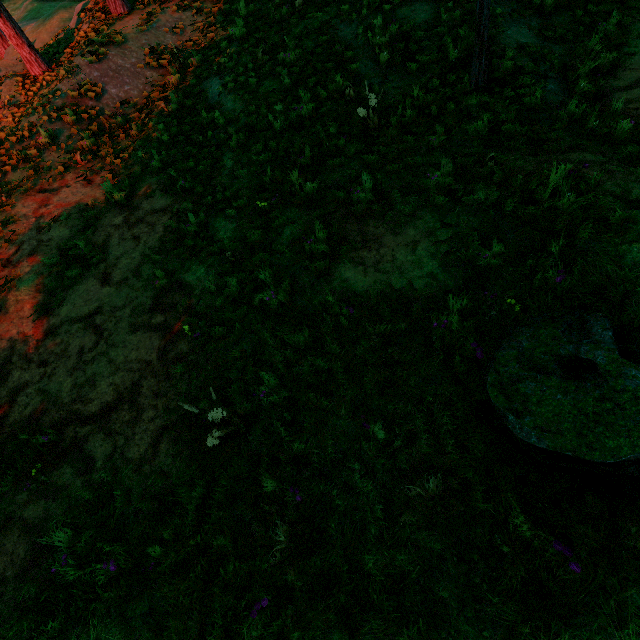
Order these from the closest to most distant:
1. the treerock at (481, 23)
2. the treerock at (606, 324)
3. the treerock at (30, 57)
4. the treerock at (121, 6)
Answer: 1. the treerock at (606, 324)
2. the treerock at (481, 23)
3. the treerock at (30, 57)
4. the treerock at (121, 6)

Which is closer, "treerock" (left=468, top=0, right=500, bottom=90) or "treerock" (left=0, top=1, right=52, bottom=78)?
"treerock" (left=468, top=0, right=500, bottom=90)

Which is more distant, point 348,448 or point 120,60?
point 120,60

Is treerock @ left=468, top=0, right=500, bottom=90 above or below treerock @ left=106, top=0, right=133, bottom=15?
below

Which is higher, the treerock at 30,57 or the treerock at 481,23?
the treerock at 30,57

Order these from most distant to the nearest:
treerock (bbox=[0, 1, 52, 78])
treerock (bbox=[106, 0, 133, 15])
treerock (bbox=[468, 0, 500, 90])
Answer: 1. treerock (bbox=[106, 0, 133, 15])
2. treerock (bbox=[0, 1, 52, 78])
3. treerock (bbox=[468, 0, 500, 90])
